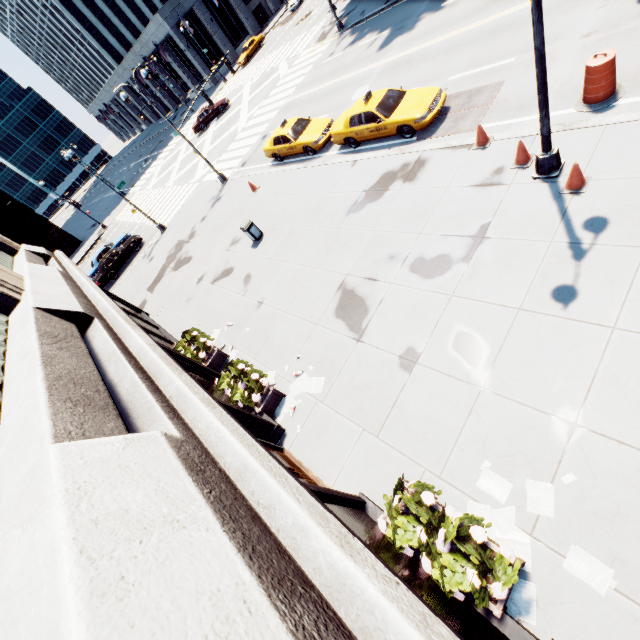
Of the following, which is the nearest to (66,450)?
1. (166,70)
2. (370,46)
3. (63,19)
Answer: (370,46)

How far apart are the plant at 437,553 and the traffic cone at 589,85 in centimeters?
1082cm

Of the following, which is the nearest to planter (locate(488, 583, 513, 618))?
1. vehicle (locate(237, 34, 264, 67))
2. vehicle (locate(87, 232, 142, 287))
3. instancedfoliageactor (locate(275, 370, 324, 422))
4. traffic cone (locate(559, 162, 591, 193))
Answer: instancedfoliageactor (locate(275, 370, 324, 422))

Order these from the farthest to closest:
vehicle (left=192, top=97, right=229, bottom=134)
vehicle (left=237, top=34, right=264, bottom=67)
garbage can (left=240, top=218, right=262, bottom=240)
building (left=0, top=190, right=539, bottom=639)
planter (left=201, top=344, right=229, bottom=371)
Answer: vehicle (left=237, top=34, right=264, bottom=67) < vehicle (left=192, top=97, right=229, bottom=134) < garbage can (left=240, top=218, right=262, bottom=240) < planter (left=201, top=344, right=229, bottom=371) < building (left=0, top=190, right=539, bottom=639)

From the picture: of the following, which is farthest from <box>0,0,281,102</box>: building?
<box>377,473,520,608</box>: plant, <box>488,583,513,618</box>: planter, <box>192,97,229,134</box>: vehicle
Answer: <box>377,473,520,608</box>: plant

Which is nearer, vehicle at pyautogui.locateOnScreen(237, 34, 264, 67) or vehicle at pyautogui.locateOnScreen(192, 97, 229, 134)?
vehicle at pyautogui.locateOnScreen(192, 97, 229, 134)

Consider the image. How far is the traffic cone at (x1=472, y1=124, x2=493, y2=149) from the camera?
9.9 meters

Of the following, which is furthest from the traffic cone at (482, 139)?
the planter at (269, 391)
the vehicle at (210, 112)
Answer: the vehicle at (210, 112)
